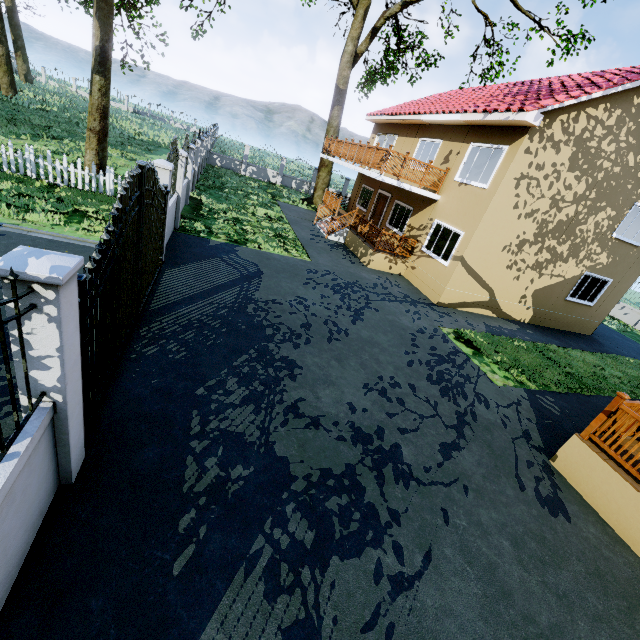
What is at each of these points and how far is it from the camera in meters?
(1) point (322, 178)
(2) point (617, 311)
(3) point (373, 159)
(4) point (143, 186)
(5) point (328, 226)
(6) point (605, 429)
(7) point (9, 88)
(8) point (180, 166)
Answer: (1) tree, 24.4 m
(2) fence, 22.9 m
(3) wooden rail, 13.6 m
(4) gate, 5.0 m
(5) stairs, 18.6 m
(6) wooden rail, 6.0 m
(7) tree, 23.3 m
(8) fence, 10.4 m

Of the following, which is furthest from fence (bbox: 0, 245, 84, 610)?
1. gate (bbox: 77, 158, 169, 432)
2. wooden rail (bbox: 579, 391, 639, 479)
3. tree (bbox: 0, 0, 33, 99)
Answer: wooden rail (bbox: 579, 391, 639, 479)

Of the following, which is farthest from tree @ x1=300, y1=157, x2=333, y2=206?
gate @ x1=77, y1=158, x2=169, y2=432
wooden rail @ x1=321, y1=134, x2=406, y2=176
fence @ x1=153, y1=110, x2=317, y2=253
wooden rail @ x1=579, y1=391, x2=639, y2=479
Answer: wooden rail @ x1=579, y1=391, x2=639, y2=479

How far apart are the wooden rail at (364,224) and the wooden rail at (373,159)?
2.1 meters

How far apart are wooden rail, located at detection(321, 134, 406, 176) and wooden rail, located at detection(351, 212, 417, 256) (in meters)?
2.06

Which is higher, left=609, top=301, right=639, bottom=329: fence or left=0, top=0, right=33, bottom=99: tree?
left=0, top=0, right=33, bottom=99: tree

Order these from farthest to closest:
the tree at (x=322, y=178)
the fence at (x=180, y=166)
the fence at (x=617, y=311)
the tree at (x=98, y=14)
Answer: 1. the tree at (x=322, y=178)
2. the fence at (x=617, y=311)
3. the tree at (x=98, y=14)
4. the fence at (x=180, y=166)
